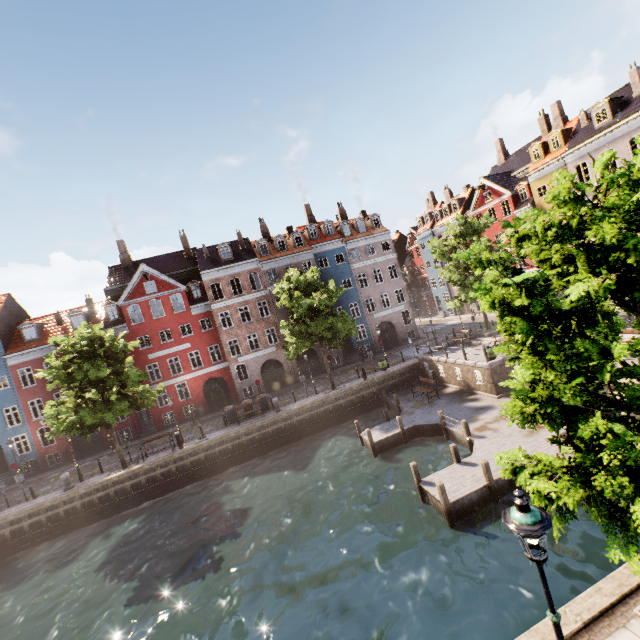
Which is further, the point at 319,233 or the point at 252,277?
the point at 252,277

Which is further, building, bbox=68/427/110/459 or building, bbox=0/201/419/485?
building, bbox=68/427/110/459

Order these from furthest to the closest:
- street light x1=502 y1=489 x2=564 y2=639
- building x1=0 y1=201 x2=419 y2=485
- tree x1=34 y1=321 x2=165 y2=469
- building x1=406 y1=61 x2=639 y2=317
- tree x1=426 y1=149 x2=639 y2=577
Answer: building x1=0 y1=201 x2=419 y2=485 < building x1=406 y1=61 x2=639 y2=317 < tree x1=34 y1=321 x2=165 y2=469 < tree x1=426 y1=149 x2=639 y2=577 < street light x1=502 y1=489 x2=564 y2=639

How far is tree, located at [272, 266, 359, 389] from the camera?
24.42m

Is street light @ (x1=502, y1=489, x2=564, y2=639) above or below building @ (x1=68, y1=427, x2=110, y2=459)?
above

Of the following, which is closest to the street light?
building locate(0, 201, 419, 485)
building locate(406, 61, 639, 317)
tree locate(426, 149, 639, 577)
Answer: tree locate(426, 149, 639, 577)

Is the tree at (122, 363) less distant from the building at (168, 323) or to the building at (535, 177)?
the building at (535, 177)

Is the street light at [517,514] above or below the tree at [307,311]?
below
